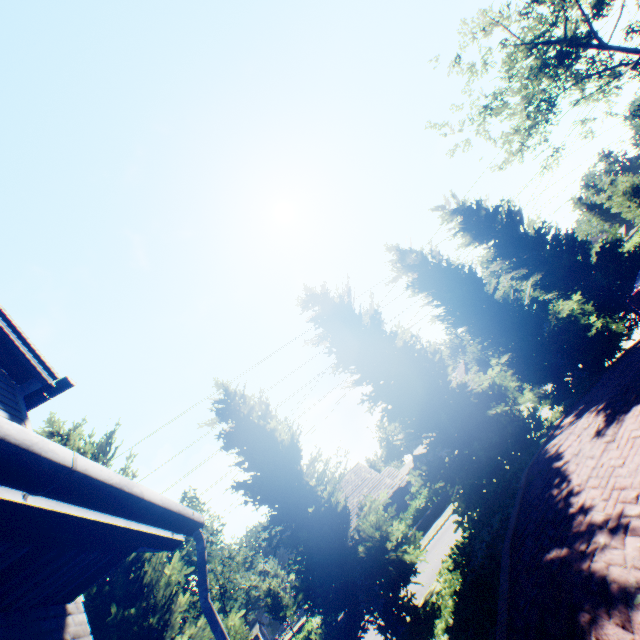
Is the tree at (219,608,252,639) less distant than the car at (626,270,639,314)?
Yes

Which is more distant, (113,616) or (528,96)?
(528,96)

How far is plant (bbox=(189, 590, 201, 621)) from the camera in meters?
55.0 m

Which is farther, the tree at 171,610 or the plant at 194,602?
the plant at 194,602

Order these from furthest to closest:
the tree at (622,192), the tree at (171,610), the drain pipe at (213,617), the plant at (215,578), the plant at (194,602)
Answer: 1. the plant at (215,578)
2. the plant at (194,602)
3. the tree at (622,192)
4. the tree at (171,610)
5. the drain pipe at (213,617)

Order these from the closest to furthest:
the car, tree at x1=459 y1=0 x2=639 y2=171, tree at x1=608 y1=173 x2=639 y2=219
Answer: the car → tree at x1=459 y1=0 x2=639 y2=171 → tree at x1=608 y1=173 x2=639 y2=219

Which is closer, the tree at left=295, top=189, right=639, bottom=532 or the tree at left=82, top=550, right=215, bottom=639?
the tree at left=82, top=550, right=215, bottom=639

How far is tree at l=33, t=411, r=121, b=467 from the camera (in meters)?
10.22
